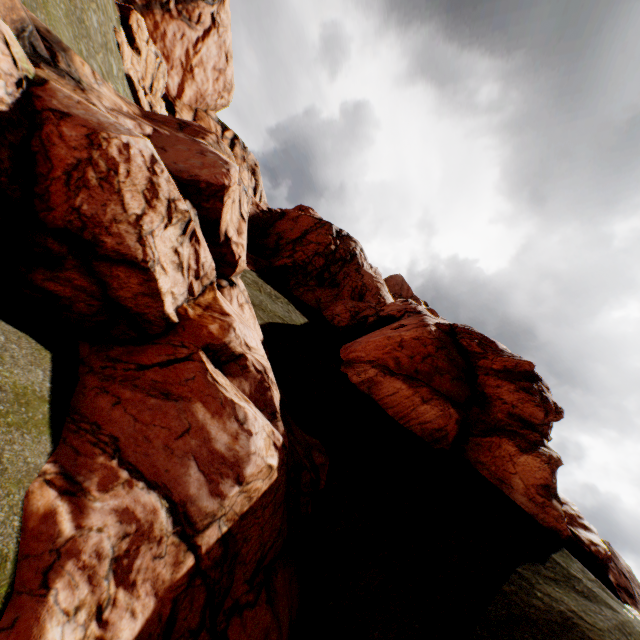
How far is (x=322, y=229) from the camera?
37.50m
